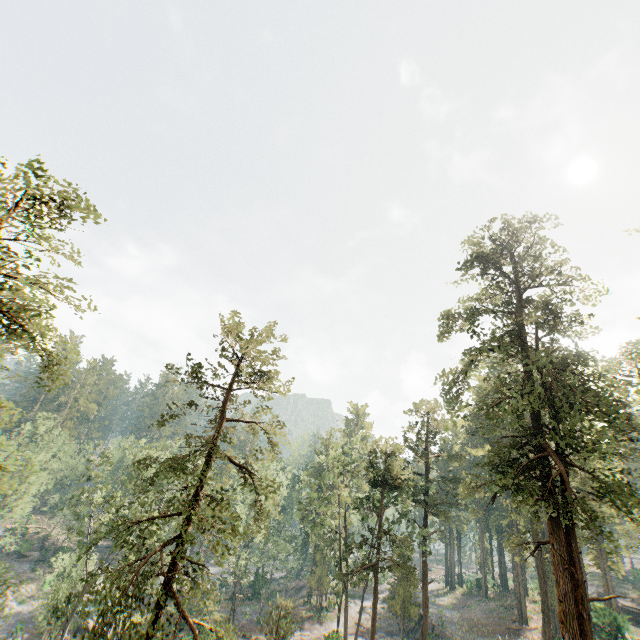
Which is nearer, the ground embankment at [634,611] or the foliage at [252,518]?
the foliage at [252,518]

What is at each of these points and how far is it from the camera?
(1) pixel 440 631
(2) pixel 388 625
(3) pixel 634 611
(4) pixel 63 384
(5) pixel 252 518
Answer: (1) rock, 37.00m
(2) rock, 45.41m
(3) ground embankment, 41.59m
(4) foliage, 11.24m
(5) foliage, 43.78m

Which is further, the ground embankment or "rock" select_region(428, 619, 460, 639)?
"rock" select_region(428, 619, 460, 639)

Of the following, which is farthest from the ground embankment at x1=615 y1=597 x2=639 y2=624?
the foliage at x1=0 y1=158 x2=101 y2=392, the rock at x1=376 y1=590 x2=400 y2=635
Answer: the rock at x1=376 y1=590 x2=400 y2=635

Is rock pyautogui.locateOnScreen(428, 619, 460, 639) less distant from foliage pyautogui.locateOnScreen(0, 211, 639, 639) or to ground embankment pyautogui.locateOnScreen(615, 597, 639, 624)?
foliage pyautogui.locateOnScreen(0, 211, 639, 639)

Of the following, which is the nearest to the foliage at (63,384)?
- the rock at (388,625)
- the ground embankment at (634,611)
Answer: the ground embankment at (634,611)
